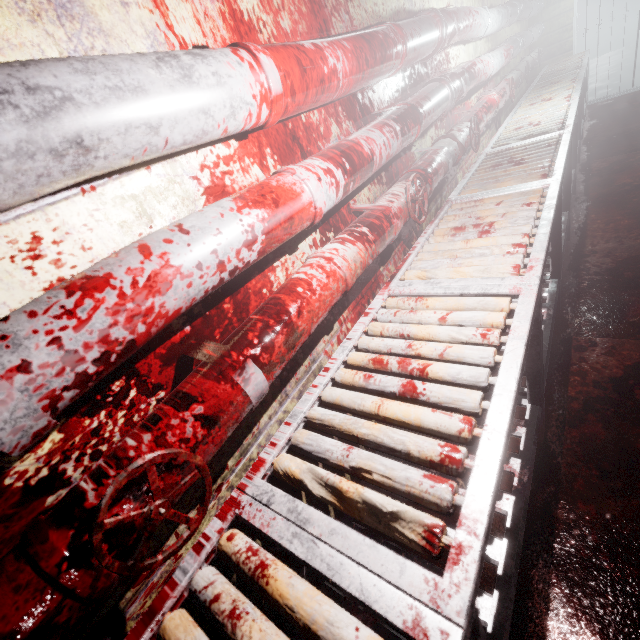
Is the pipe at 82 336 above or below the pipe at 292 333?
above

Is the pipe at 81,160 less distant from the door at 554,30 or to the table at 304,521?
the door at 554,30

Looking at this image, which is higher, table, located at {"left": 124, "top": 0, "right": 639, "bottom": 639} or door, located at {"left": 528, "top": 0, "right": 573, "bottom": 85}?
door, located at {"left": 528, "top": 0, "right": 573, "bottom": 85}

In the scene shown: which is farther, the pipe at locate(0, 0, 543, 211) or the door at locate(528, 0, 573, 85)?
the door at locate(528, 0, 573, 85)

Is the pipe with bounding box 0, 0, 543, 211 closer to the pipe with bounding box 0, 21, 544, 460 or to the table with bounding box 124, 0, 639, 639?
the pipe with bounding box 0, 21, 544, 460

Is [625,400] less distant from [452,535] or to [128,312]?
[452,535]

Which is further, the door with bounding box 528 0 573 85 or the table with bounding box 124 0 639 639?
the door with bounding box 528 0 573 85

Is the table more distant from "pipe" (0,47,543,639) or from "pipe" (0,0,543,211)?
"pipe" (0,0,543,211)
